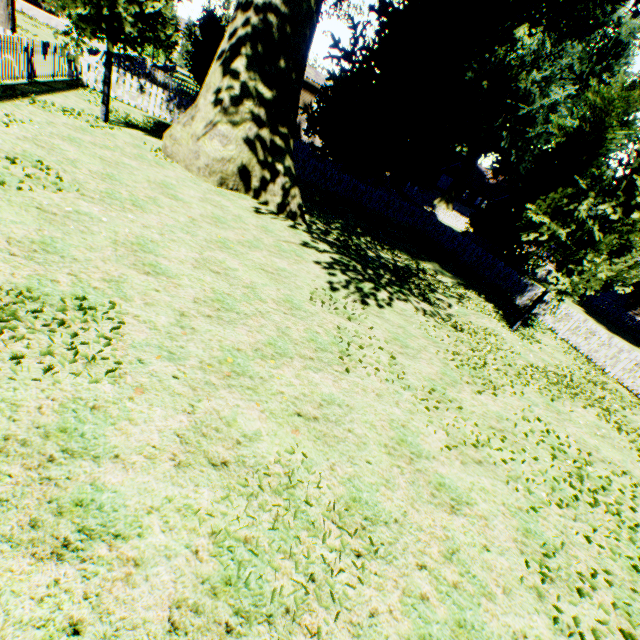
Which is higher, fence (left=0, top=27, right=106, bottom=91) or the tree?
the tree

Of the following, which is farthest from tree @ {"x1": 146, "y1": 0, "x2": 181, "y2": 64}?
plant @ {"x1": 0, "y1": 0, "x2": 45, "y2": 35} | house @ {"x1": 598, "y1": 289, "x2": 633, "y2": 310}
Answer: house @ {"x1": 598, "y1": 289, "x2": 633, "y2": 310}

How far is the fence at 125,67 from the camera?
15.1 meters

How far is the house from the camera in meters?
35.6 m

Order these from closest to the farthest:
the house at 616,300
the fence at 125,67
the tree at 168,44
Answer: the fence at 125,67 → the tree at 168,44 → the house at 616,300

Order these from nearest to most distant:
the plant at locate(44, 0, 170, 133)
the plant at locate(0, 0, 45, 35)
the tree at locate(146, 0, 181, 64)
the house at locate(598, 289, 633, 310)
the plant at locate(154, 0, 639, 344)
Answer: the plant at locate(44, 0, 170, 133), the plant at locate(154, 0, 639, 344), the plant at locate(0, 0, 45, 35), the tree at locate(146, 0, 181, 64), the house at locate(598, 289, 633, 310)

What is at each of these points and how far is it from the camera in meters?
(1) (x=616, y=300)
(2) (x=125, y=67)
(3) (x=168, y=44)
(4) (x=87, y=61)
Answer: (1) house, 38.3 m
(2) fence, 24.0 m
(3) tree, 44.0 m
(4) fence, 14.3 m

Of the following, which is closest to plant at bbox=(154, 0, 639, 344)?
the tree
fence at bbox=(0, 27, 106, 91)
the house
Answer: fence at bbox=(0, 27, 106, 91)
